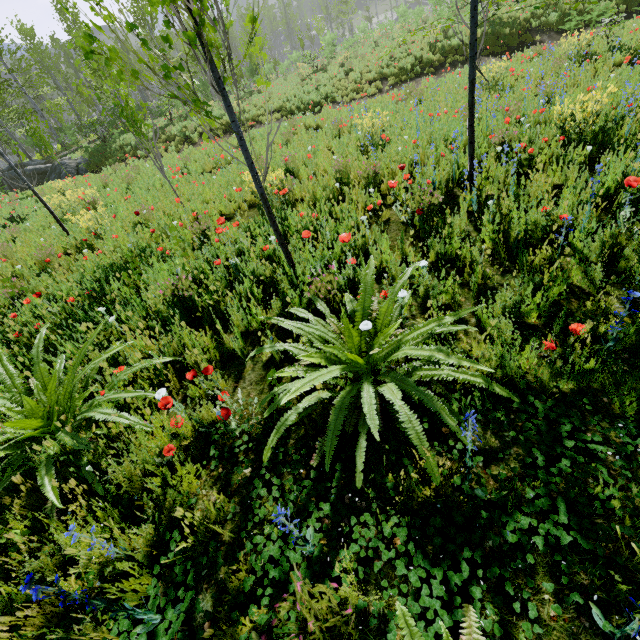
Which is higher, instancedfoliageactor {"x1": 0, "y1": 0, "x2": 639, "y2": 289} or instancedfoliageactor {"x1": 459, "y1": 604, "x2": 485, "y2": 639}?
instancedfoliageactor {"x1": 0, "y1": 0, "x2": 639, "y2": 289}

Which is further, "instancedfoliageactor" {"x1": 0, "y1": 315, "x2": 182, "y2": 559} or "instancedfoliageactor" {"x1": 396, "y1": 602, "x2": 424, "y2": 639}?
"instancedfoliageactor" {"x1": 0, "y1": 315, "x2": 182, "y2": 559}

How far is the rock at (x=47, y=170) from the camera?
18.9 meters

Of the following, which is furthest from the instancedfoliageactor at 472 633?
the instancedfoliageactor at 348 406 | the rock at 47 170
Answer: the rock at 47 170

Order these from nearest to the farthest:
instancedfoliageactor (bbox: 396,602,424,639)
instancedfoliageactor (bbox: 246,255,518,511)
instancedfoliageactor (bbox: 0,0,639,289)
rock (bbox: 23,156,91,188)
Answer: instancedfoliageactor (bbox: 396,602,424,639), instancedfoliageactor (bbox: 246,255,518,511), instancedfoliageactor (bbox: 0,0,639,289), rock (bbox: 23,156,91,188)

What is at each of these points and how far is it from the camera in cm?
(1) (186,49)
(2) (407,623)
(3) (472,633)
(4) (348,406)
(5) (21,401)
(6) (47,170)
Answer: (1) instancedfoliageactor, 3681
(2) instancedfoliageactor, 119
(3) instancedfoliageactor, 133
(4) instancedfoliageactor, 214
(5) instancedfoliageactor, 280
(6) rock, 2011

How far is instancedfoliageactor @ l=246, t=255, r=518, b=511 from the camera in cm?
184

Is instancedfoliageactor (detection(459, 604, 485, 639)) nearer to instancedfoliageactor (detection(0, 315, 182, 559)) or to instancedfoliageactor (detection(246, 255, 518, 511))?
instancedfoliageactor (detection(246, 255, 518, 511))
